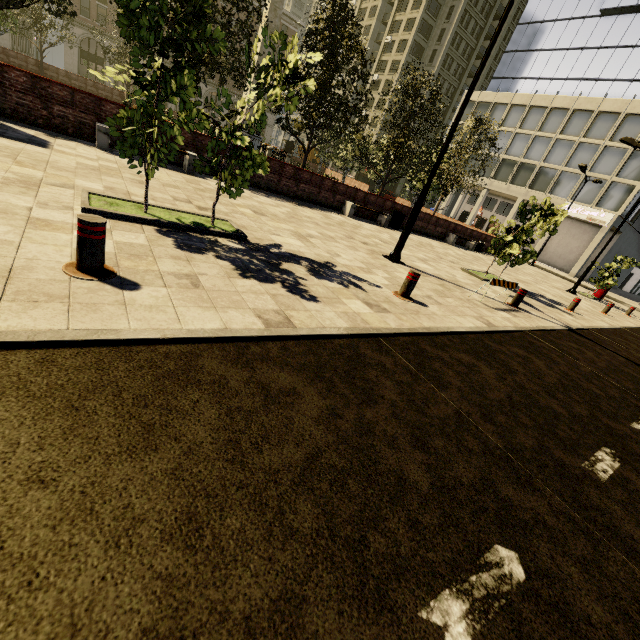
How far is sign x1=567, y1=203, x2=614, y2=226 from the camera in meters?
33.0 m

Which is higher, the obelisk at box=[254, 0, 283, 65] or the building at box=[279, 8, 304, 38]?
the building at box=[279, 8, 304, 38]

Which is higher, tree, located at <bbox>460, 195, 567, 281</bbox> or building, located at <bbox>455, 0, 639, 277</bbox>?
building, located at <bbox>455, 0, 639, 277</bbox>

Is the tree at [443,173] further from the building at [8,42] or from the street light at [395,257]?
the street light at [395,257]

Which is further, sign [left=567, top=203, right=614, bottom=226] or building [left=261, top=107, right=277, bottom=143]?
building [left=261, top=107, right=277, bottom=143]

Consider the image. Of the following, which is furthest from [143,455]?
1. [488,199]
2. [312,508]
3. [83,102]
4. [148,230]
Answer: [488,199]

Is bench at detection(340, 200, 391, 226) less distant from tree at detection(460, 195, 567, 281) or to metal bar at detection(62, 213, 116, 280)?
tree at detection(460, 195, 567, 281)

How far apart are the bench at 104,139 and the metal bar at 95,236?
7.87m
